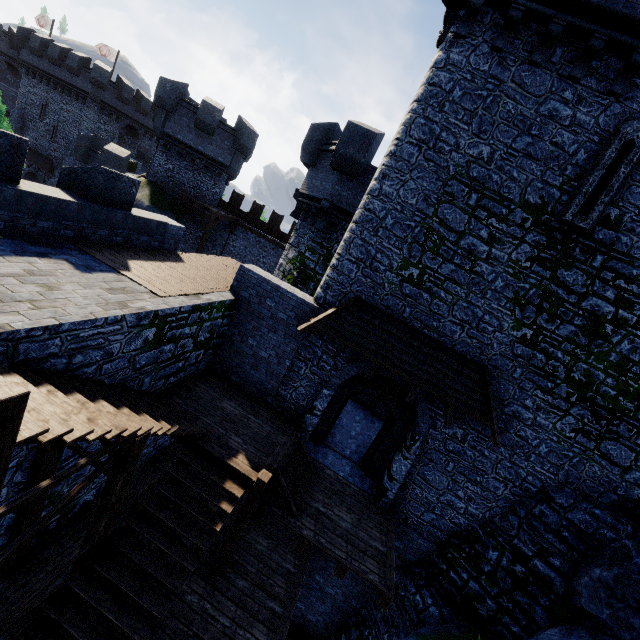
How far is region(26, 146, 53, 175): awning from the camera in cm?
3410

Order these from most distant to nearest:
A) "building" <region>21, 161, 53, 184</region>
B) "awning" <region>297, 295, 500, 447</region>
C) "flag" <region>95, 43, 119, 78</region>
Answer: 1. "flag" <region>95, 43, 119, 78</region>
2. "building" <region>21, 161, 53, 184</region>
3. "awning" <region>297, 295, 500, 447</region>

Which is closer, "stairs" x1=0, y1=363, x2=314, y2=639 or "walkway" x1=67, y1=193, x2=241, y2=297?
"stairs" x1=0, y1=363, x2=314, y2=639

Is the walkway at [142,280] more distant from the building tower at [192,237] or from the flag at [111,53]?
the flag at [111,53]

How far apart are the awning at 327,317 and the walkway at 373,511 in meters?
3.6 m

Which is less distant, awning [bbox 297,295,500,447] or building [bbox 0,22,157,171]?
awning [bbox 297,295,500,447]

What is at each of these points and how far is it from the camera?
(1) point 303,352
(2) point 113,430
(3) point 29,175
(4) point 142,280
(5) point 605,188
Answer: (1) building tower, 10.6m
(2) stairs, 4.7m
(3) building, 36.3m
(4) walkway, 8.1m
(5) window slit, 8.0m

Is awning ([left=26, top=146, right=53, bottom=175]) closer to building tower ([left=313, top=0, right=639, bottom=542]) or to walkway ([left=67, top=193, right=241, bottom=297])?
walkway ([left=67, top=193, right=241, bottom=297])
